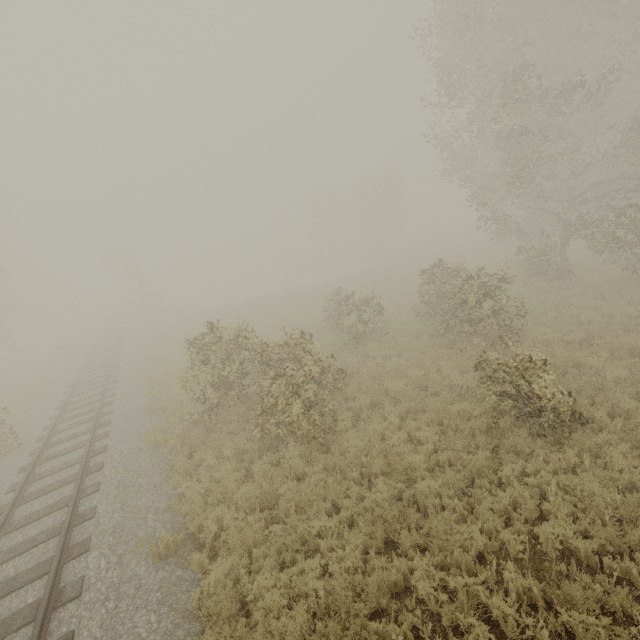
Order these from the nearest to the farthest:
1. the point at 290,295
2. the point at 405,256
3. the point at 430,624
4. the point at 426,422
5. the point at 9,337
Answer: the point at 430,624 → the point at 426,422 → the point at 9,337 → the point at 290,295 → the point at 405,256

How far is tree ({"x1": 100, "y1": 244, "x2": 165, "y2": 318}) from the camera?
34.5 meters

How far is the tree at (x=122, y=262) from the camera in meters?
34.5 m
